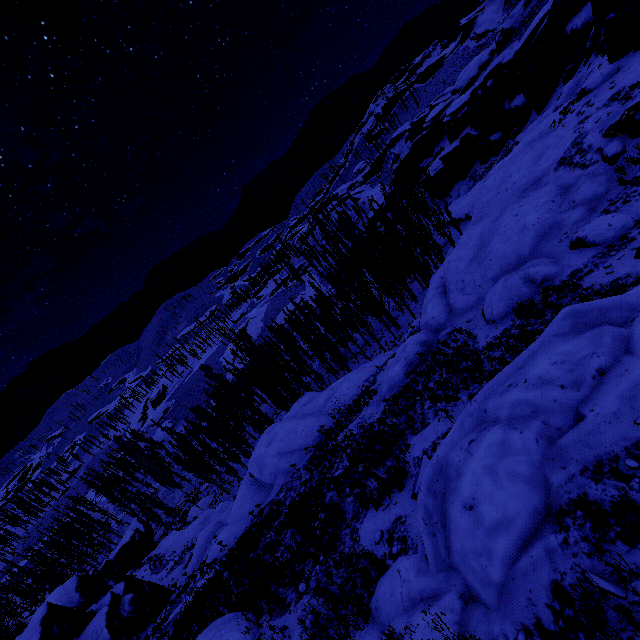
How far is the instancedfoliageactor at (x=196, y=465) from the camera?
40.91m

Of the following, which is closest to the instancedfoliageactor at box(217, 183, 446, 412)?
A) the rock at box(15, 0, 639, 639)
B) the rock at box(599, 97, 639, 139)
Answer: the rock at box(15, 0, 639, 639)

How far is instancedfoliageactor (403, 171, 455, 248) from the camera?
30.74m

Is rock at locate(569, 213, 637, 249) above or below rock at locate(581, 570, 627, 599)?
below

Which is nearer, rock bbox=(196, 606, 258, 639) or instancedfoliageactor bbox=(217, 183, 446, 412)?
rock bbox=(196, 606, 258, 639)

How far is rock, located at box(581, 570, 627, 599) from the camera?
3.64m

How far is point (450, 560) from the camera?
5.7m

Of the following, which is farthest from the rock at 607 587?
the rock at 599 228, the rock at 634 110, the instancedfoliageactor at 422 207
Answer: the rock at 599 228
